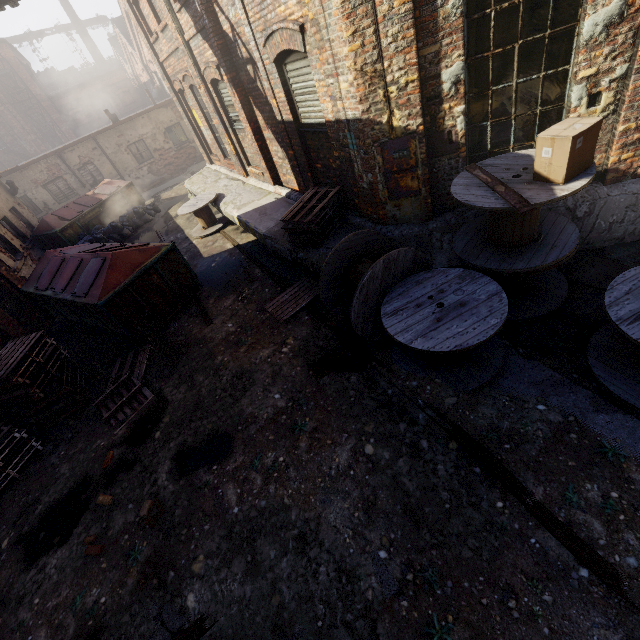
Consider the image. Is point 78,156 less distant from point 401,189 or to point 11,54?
point 11,54

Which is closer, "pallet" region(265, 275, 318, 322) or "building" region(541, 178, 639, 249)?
"building" region(541, 178, 639, 249)

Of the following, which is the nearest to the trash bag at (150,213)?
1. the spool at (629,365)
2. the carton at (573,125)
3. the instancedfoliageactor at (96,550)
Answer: the instancedfoliageactor at (96,550)

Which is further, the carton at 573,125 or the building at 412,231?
the building at 412,231

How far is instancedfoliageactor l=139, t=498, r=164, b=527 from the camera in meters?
4.0 m

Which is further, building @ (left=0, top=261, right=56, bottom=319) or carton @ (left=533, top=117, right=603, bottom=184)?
building @ (left=0, top=261, right=56, bottom=319)

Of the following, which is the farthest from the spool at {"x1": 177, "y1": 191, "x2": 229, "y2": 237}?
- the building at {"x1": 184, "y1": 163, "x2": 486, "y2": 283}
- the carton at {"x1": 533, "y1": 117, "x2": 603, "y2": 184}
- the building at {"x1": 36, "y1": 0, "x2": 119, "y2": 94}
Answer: the building at {"x1": 36, "y1": 0, "x2": 119, "y2": 94}

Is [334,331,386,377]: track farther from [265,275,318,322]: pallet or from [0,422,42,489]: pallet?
[0,422,42,489]: pallet
